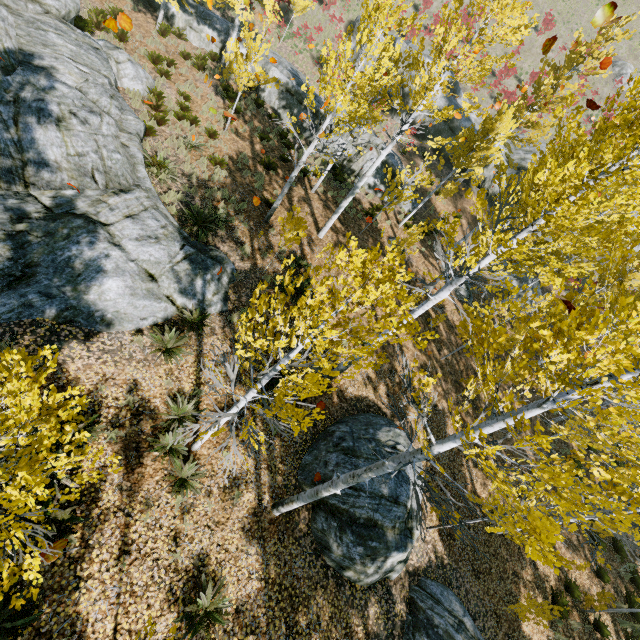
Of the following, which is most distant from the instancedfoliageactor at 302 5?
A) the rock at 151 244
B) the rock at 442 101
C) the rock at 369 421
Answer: the rock at 442 101

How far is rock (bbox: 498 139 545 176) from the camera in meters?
24.4

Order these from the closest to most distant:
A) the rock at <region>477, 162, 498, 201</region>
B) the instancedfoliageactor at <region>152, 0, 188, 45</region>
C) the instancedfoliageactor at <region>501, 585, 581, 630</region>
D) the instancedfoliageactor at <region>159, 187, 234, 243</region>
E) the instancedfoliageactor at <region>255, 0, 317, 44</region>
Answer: the instancedfoliageactor at <region>501, 585, 581, 630</region> → the instancedfoliageactor at <region>159, 187, 234, 243</region> → the instancedfoliageactor at <region>255, 0, 317, 44</region> → the instancedfoliageactor at <region>152, 0, 188, 45</region> → the rock at <region>477, 162, 498, 201</region>

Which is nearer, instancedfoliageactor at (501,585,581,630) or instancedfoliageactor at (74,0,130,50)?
instancedfoliageactor at (501,585,581,630)

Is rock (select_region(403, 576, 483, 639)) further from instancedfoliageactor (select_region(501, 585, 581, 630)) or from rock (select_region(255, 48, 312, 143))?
rock (select_region(255, 48, 312, 143))

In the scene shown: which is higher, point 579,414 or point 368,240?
point 579,414

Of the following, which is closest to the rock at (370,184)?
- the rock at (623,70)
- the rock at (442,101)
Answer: the rock at (442,101)
